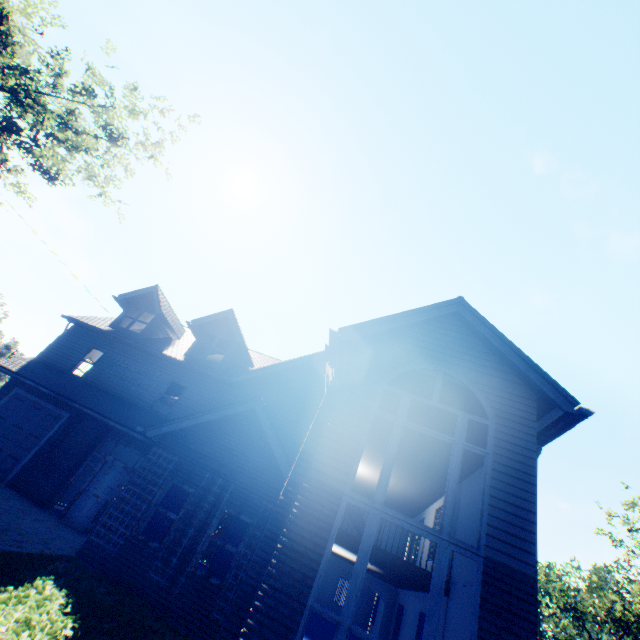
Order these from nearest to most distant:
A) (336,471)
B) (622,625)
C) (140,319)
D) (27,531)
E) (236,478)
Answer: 1. (336,471)
2. (27,531)
3. (236,478)
4. (140,319)
5. (622,625)

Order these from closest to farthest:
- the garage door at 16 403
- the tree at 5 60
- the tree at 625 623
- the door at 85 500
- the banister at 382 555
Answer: the banister at 382 555, the door at 85 500, the garage door at 16 403, the tree at 5 60, the tree at 625 623

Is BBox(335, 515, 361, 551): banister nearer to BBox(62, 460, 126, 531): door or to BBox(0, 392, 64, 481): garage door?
BBox(62, 460, 126, 531): door

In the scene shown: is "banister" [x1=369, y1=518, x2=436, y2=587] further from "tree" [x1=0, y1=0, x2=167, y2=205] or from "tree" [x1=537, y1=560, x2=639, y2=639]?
"tree" [x1=537, y1=560, x2=639, y2=639]

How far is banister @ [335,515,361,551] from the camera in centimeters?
1070cm

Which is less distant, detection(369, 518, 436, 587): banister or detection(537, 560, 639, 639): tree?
detection(369, 518, 436, 587): banister

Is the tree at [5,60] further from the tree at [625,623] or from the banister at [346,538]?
the tree at [625,623]

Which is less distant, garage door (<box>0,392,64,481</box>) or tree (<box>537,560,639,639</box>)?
garage door (<box>0,392,64,481</box>)
